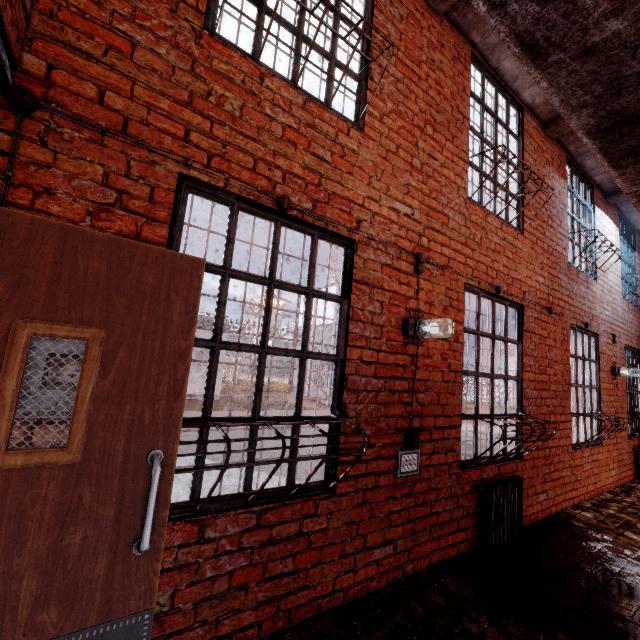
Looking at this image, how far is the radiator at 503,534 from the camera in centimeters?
330cm

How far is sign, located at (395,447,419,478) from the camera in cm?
278

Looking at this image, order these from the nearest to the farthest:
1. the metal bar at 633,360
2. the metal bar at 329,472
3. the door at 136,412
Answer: the door at 136,412 → the metal bar at 329,472 → the metal bar at 633,360

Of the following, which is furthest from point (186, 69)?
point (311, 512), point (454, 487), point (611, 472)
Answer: point (611, 472)

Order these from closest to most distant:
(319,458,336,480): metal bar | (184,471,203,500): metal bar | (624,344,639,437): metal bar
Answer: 1. (184,471,203,500): metal bar
2. (319,458,336,480): metal bar
3. (624,344,639,437): metal bar

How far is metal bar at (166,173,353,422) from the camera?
2.0m

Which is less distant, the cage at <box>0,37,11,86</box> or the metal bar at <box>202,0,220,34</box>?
the cage at <box>0,37,11,86</box>
